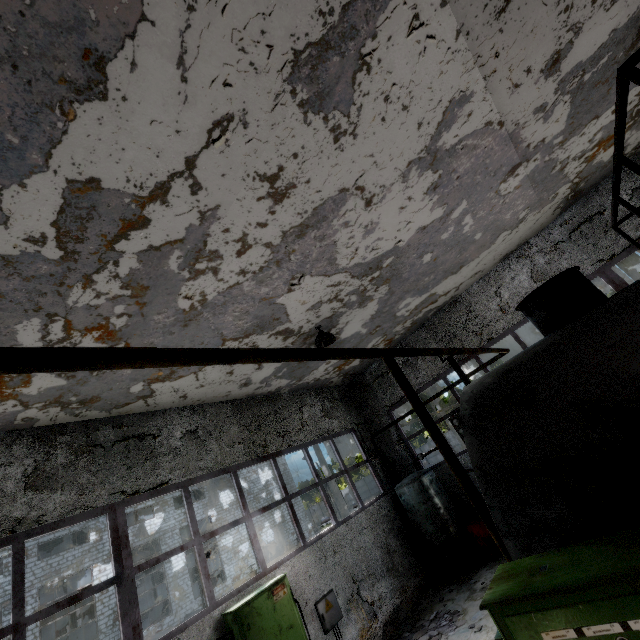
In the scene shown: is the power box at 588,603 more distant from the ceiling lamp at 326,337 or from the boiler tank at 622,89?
the ceiling lamp at 326,337

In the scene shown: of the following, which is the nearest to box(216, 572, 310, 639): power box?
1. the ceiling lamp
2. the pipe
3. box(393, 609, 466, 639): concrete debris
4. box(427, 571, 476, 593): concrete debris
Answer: box(393, 609, 466, 639): concrete debris

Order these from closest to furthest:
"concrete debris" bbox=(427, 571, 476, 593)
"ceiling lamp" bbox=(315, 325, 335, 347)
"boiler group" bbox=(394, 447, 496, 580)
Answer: "ceiling lamp" bbox=(315, 325, 335, 347)
"concrete debris" bbox=(427, 571, 476, 593)
"boiler group" bbox=(394, 447, 496, 580)

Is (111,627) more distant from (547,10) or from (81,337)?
(547,10)

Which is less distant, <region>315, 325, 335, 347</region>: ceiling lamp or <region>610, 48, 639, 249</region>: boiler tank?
<region>610, 48, 639, 249</region>: boiler tank

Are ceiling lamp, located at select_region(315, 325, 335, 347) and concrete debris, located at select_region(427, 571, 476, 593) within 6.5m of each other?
no

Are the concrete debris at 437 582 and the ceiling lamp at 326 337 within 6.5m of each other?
no

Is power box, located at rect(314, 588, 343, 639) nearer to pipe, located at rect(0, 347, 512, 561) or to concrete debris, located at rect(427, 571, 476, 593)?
concrete debris, located at rect(427, 571, 476, 593)
